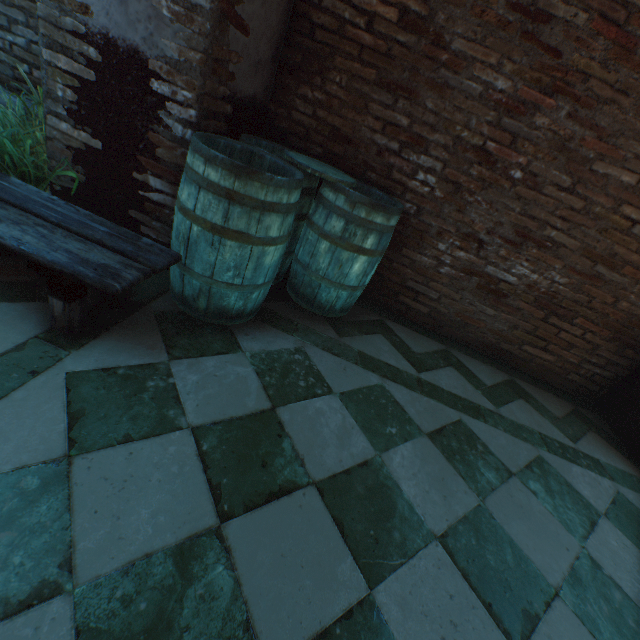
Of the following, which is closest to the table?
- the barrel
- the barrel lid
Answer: the barrel

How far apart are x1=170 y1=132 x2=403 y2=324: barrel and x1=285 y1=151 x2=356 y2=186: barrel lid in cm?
2

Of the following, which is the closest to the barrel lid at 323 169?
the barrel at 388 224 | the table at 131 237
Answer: the barrel at 388 224

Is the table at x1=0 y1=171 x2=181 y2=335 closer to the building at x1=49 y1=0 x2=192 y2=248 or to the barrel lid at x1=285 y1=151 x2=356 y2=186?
the building at x1=49 y1=0 x2=192 y2=248

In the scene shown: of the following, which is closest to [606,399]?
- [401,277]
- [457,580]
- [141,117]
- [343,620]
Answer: [401,277]

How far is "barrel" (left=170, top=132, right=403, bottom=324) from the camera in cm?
164

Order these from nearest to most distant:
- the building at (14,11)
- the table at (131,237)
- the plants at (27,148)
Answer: the table at (131,237) < the plants at (27,148) < the building at (14,11)

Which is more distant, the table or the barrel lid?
the barrel lid
